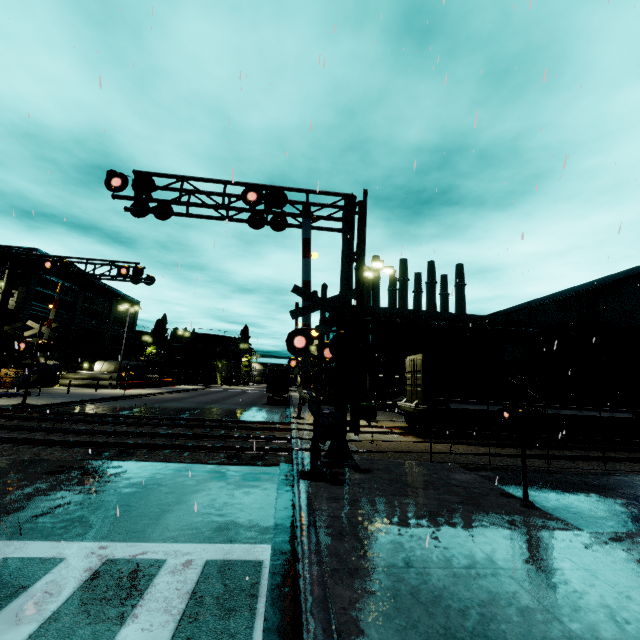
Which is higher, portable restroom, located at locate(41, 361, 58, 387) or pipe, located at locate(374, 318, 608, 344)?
pipe, located at locate(374, 318, 608, 344)

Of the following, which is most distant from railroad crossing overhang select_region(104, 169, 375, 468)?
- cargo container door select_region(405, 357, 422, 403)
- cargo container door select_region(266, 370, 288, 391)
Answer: cargo container door select_region(266, 370, 288, 391)

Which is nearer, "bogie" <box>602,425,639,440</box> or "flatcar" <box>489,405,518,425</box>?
"flatcar" <box>489,405,518,425</box>

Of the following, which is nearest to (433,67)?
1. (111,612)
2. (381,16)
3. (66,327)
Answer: (381,16)

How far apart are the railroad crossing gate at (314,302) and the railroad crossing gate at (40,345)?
13.6m

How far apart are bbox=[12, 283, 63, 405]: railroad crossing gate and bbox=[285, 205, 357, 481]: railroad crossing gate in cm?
1363

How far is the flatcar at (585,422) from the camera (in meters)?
16.55

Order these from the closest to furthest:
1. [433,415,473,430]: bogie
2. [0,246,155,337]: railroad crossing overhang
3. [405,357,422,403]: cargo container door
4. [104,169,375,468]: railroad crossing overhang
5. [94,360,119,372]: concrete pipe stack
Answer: [104,169,375,468]: railroad crossing overhang → [433,415,473,430]: bogie → [405,357,422,403]: cargo container door → [0,246,155,337]: railroad crossing overhang → [94,360,119,372]: concrete pipe stack
